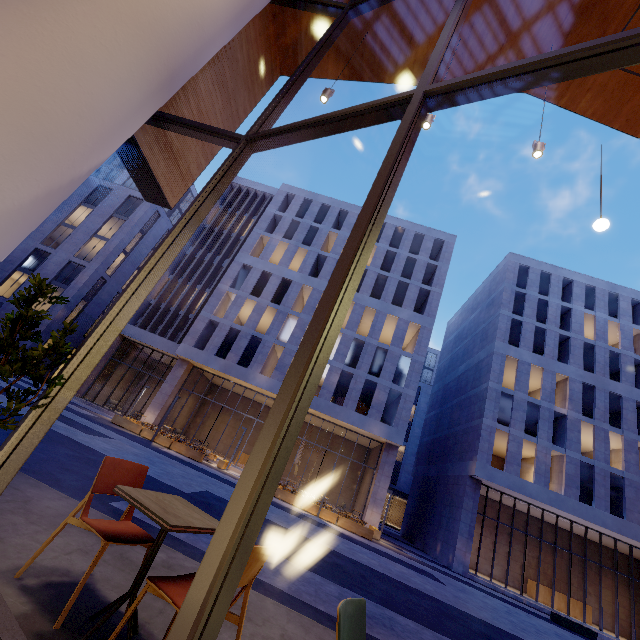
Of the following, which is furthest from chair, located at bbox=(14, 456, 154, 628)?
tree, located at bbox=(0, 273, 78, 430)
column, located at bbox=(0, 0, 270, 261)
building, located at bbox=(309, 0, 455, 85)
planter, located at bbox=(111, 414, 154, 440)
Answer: planter, located at bbox=(111, 414, 154, 440)

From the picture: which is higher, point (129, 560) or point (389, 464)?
point (389, 464)

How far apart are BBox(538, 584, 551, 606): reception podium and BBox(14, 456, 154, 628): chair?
33.06m

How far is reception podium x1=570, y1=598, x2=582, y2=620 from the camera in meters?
23.2

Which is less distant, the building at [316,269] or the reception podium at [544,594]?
→ the reception podium at [544,594]

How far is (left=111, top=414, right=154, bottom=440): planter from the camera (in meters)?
19.34

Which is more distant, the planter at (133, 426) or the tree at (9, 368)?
the planter at (133, 426)

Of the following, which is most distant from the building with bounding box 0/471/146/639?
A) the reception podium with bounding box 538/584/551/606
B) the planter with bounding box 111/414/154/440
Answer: the reception podium with bounding box 538/584/551/606
